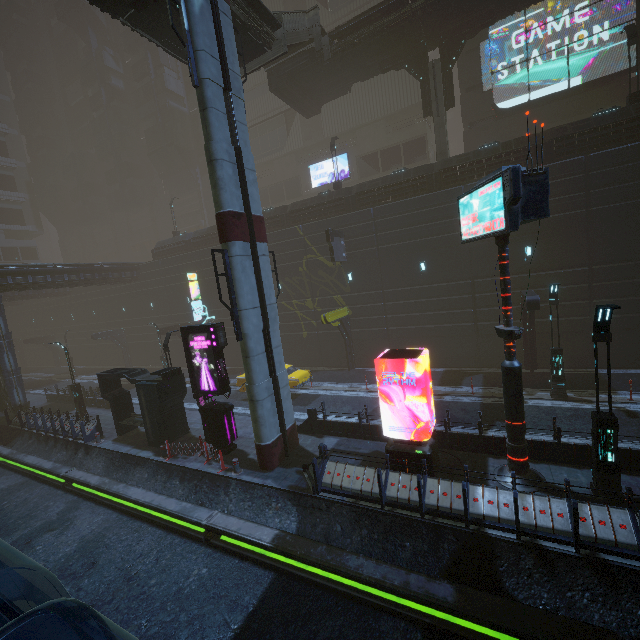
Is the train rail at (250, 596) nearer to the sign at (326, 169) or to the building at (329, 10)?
the building at (329, 10)

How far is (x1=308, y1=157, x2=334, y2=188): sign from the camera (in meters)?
39.31

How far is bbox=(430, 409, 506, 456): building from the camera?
11.77m

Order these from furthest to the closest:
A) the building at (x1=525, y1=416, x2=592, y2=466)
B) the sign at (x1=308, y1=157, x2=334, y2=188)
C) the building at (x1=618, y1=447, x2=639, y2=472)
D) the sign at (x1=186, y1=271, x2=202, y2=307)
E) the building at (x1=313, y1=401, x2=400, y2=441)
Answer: the sign at (x1=308, y1=157, x2=334, y2=188) < the sign at (x1=186, y1=271, x2=202, y2=307) < the building at (x1=313, y1=401, x2=400, y2=441) < the building at (x1=525, y1=416, x2=592, y2=466) < the building at (x1=618, y1=447, x2=639, y2=472)

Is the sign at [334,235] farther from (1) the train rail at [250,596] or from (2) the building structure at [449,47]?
(1) the train rail at [250,596]

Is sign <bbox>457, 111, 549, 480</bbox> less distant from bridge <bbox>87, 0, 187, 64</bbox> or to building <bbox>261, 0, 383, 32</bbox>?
building <bbox>261, 0, 383, 32</bbox>

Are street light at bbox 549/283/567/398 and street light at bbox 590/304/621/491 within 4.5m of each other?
no

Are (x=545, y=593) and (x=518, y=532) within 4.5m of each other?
yes
